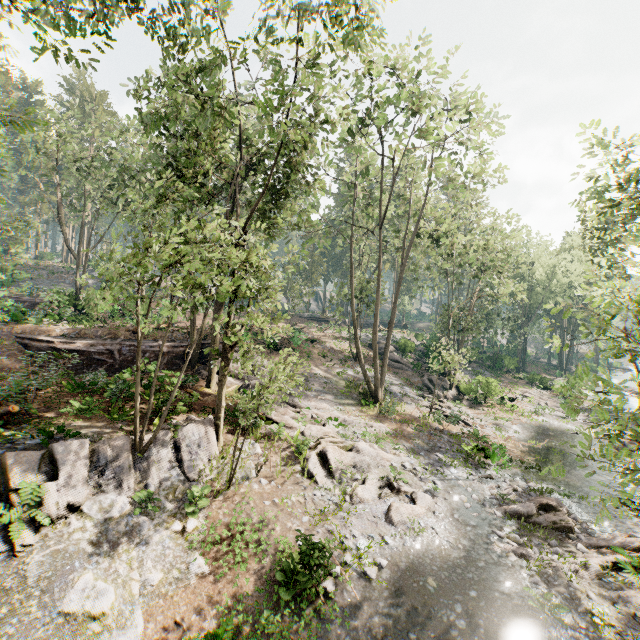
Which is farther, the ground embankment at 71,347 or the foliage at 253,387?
the ground embankment at 71,347

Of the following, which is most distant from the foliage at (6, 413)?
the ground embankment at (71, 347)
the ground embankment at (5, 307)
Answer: the ground embankment at (5, 307)

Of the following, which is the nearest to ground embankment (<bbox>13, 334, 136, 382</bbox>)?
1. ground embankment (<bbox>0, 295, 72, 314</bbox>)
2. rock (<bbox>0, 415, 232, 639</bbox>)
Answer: rock (<bbox>0, 415, 232, 639</bbox>)

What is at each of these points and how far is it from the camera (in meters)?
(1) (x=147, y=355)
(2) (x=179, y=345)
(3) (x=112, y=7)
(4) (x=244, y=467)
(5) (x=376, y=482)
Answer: (1) ground embankment, 21.41
(2) ground embankment, 22.44
(3) foliage, 12.66
(4) rock, 13.09
(5) foliage, 13.84

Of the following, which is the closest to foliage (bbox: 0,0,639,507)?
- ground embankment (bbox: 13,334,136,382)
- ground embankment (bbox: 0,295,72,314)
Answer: ground embankment (bbox: 13,334,136,382)

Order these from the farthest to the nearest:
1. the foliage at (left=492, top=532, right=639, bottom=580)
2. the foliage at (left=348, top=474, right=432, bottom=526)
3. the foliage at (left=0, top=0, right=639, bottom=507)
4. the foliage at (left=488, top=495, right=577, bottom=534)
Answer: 1. the foliage at (left=488, top=495, right=577, bottom=534)
2. the foliage at (left=348, top=474, right=432, bottom=526)
3. the foliage at (left=492, top=532, right=639, bottom=580)
4. the foliage at (left=0, top=0, right=639, bottom=507)

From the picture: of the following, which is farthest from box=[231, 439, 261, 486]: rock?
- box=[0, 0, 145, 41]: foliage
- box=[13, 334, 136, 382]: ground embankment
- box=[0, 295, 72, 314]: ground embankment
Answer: box=[0, 295, 72, 314]: ground embankment

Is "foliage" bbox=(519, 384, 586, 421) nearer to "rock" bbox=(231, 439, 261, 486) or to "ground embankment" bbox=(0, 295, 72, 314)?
"rock" bbox=(231, 439, 261, 486)
